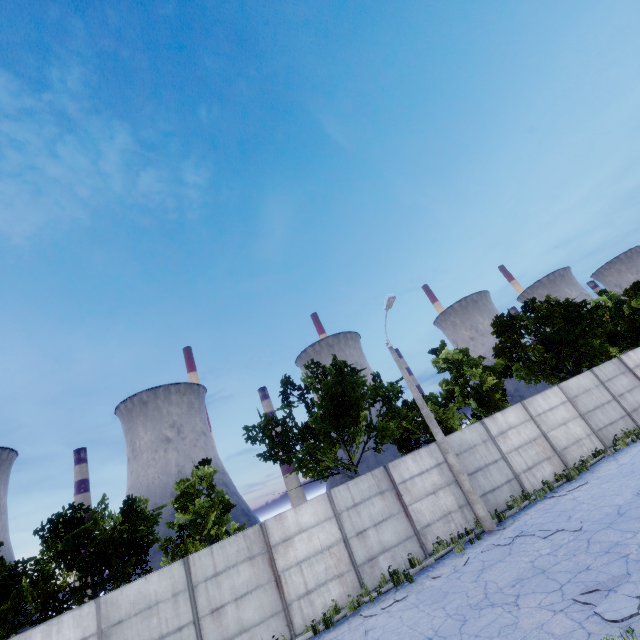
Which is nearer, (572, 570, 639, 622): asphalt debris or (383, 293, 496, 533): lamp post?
(572, 570, 639, 622): asphalt debris

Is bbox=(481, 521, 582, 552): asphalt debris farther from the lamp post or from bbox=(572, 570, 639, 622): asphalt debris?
bbox=(572, 570, 639, 622): asphalt debris

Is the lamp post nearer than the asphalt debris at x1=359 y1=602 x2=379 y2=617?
No

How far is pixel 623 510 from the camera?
9.5m

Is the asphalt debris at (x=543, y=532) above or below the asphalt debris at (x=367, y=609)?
below

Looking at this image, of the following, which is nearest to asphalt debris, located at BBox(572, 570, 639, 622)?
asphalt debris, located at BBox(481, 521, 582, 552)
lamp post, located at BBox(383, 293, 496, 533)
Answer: asphalt debris, located at BBox(481, 521, 582, 552)

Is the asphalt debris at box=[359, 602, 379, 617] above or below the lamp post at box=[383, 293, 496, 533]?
below

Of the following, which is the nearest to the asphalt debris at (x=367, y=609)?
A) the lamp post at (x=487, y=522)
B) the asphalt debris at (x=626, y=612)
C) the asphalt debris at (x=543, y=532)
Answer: the asphalt debris at (x=543, y=532)
